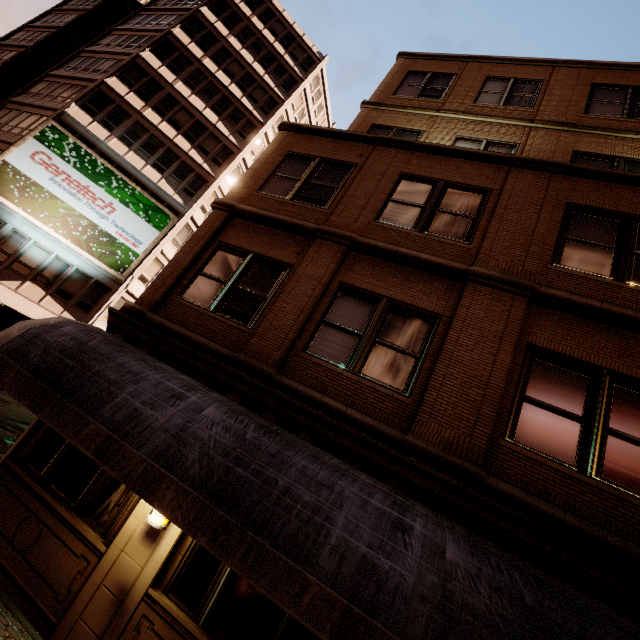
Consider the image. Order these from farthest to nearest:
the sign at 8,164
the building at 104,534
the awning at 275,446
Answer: the sign at 8,164
the building at 104,534
the awning at 275,446

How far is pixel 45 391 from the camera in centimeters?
475cm

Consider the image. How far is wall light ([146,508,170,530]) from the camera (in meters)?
4.89

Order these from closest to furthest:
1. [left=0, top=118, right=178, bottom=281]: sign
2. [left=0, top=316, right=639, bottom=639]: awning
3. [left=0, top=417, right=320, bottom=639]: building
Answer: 1. [left=0, top=316, right=639, bottom=639]: awning
2. [left=0, top=417, right=320, bottom=639]: building
3. [left=0, top=118, right=178, bottom=281]: sign

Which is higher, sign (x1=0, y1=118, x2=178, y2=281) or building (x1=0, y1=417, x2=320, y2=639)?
sign (x1=0, y1=118, x2=178, y2=281)

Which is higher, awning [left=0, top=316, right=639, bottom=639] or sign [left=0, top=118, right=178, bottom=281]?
sign [left=0, top=118, right=178, bottom=281]

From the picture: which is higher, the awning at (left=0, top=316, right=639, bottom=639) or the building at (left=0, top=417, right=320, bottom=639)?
the awning at (left=0, top=316, right=639, bottom=639)

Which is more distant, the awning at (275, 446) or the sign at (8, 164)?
the sign at (8, 164)
